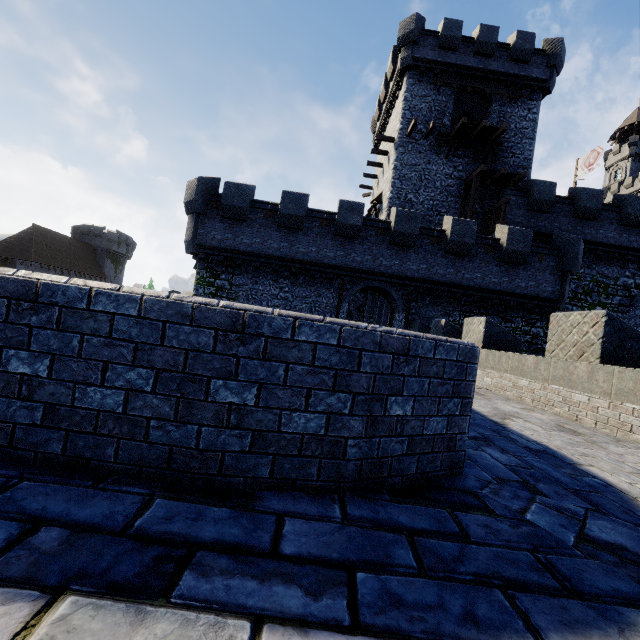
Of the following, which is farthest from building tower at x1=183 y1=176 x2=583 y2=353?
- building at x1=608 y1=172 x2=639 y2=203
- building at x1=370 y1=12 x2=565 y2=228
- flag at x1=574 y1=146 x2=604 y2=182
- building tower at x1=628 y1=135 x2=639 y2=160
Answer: building tower at x1=628 y1=135 x2=639 y2=160

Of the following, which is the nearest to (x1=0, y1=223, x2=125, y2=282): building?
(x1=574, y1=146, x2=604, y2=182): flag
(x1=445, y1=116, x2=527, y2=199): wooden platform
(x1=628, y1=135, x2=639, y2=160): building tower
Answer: (x1=445, y1=116, x2=527, y2=199): wooden platform

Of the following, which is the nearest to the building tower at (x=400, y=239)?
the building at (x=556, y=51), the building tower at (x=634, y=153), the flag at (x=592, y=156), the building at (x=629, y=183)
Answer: the building at (x=556, y=51)

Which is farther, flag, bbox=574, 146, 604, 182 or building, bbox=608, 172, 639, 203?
building, bbox=608, 172, 639, 203

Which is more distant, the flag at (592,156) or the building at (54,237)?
the building at (54,237)

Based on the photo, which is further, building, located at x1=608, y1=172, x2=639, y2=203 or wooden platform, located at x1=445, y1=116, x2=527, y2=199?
building, located at x1=608, y1=172, x2=639, y2=203

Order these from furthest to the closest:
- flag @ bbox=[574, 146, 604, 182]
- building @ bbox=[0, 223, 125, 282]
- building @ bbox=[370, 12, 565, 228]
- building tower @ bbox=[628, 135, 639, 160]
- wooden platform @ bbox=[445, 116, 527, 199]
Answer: building tower @ bbox=[628, 135, 639, 160] → building @ bbox=[0, 223, 125, 282] → flag @ bbox=[574, 146, 604, 182] → building @ bbox=[370, 12, 565, 228] → wooden platform @ bbox=[445, 116, 527, 199]

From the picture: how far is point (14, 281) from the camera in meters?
1.7 m
